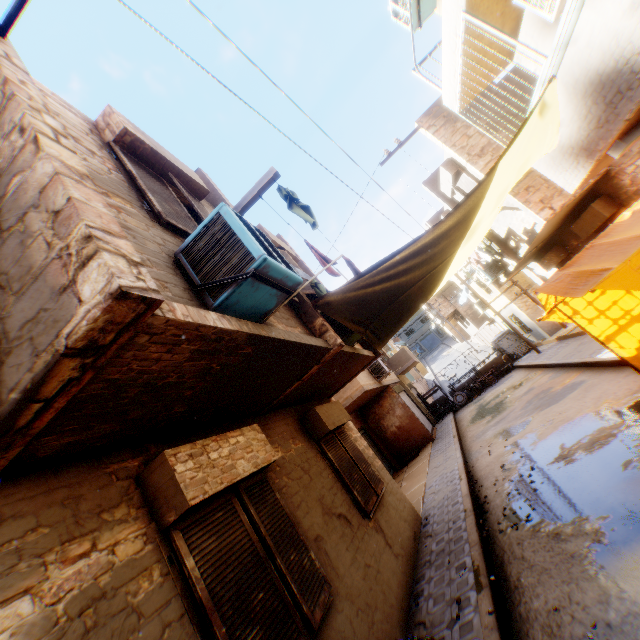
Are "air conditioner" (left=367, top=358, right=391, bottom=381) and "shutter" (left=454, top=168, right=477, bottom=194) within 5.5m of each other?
no

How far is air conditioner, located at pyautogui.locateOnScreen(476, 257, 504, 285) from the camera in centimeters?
1371cm

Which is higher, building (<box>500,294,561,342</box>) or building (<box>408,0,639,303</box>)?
building (<box>408,0,639,303</box>)

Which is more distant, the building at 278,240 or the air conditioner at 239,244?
the building at 278,240

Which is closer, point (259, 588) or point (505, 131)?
point (259, 588)

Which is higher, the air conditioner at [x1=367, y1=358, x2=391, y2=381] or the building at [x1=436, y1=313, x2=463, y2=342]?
the building at [x1=436, y1=313, x2=463, y2=342]

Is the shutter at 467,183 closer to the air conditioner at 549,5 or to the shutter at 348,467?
the air conditioner at 549,5

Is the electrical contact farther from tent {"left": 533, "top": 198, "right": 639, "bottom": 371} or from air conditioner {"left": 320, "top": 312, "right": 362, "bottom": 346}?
air conditioner {"left": 320, "top": 312, "right": 362, "bottom": 346}
